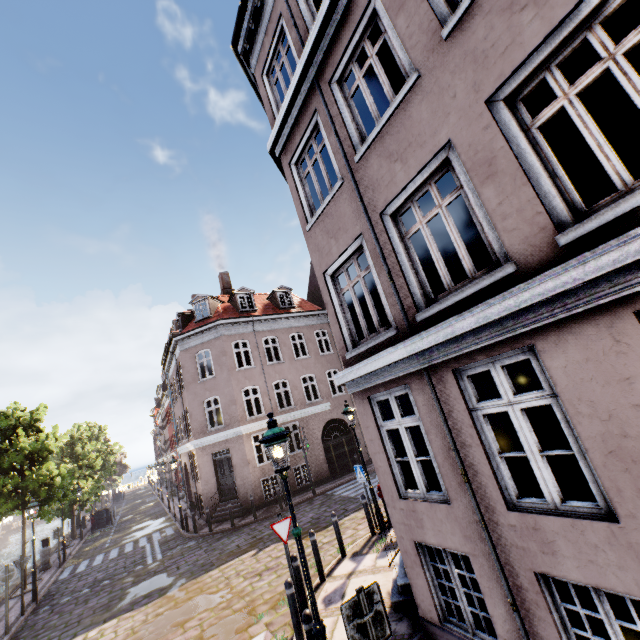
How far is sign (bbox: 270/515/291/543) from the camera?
7.0 meters

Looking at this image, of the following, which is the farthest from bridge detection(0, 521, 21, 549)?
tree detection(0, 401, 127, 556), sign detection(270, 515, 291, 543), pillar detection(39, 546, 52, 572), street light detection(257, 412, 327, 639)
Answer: sign detection(270, 515, 291, 543)

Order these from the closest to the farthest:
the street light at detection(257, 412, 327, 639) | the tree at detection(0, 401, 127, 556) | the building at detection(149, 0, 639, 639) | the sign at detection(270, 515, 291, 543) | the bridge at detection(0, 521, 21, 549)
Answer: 1. the building at detection(149, 0, 639, 639)
2. the street light at detection(257, 412, 327, 639)
3. the sign at detection(270, 515, 291, 543)
4. the tree at detection(0, 401, 127, 556)
5. the bridge at detection(0, 521, 21, 549)

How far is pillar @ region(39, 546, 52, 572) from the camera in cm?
1788

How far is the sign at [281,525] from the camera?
→ 6.95m

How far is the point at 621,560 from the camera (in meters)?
3.01

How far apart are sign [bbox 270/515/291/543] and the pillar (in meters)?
20.21

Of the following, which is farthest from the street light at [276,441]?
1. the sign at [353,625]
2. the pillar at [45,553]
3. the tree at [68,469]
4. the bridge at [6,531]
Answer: the bridge at [6,531]
